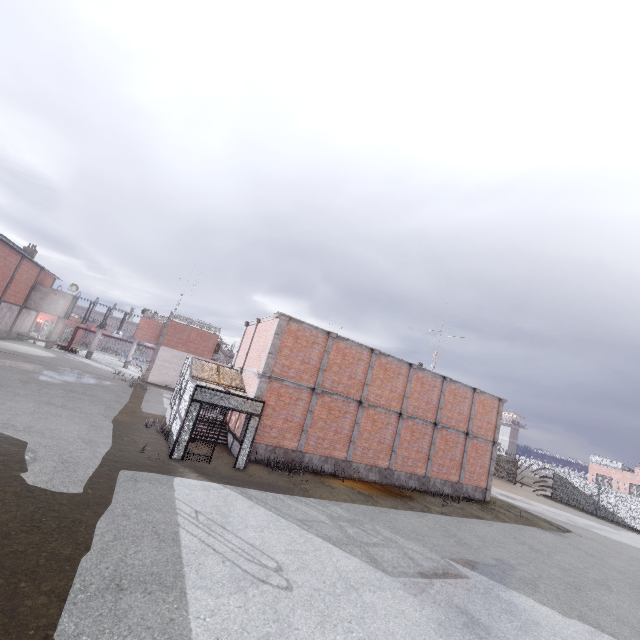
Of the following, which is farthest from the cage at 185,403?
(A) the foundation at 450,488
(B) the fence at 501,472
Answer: (B) the fence at 501,472

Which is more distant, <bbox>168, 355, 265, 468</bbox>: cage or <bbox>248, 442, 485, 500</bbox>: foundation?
<bbox>248, 442, 485, 500</bbox>: foundation

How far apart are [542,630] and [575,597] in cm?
396

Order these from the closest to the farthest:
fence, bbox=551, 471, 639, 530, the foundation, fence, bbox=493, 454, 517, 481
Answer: the foundation, fence, bbox=551, 471, 639, 530, fence, bbox=493, 454, 517, 481

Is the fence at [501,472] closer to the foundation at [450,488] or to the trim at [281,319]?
the trim at [281,319]

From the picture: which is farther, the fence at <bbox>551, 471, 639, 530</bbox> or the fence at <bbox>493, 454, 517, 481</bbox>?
the fence at <bbox>493, 454, 517, 481</bbox>

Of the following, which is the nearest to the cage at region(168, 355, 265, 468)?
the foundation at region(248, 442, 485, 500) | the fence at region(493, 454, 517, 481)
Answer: the foundation at region(248, 442, 485, 500)
